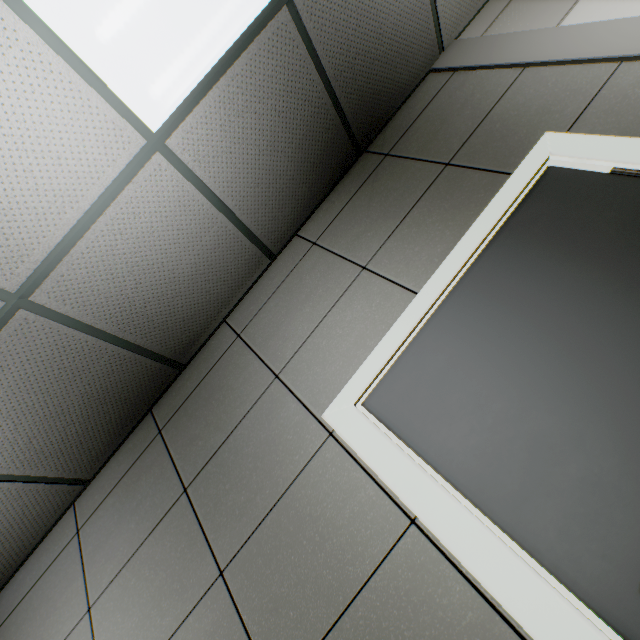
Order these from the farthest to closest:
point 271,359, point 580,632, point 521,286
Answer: point 271,359
point 521,286
point 580,632
